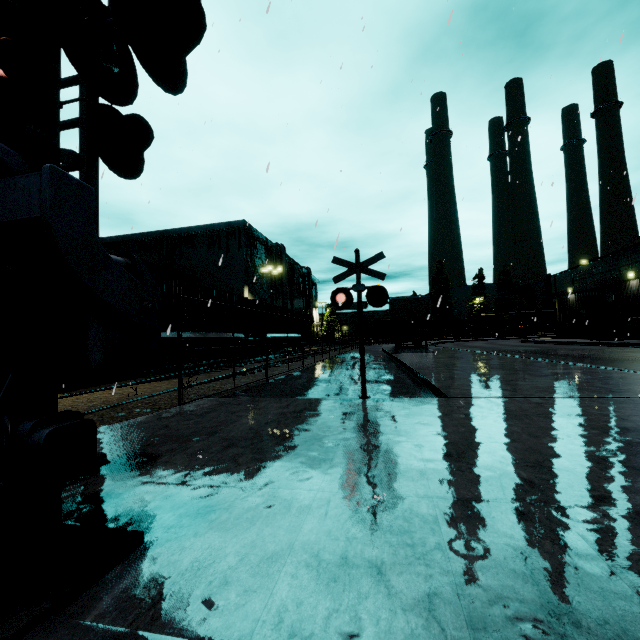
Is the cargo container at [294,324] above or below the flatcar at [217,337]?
above

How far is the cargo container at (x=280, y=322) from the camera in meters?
24.8 m

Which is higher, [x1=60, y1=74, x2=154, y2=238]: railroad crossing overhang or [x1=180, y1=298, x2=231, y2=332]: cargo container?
[x1=60, y1=74, x2=154, y2=238]: railroad crossing overhang

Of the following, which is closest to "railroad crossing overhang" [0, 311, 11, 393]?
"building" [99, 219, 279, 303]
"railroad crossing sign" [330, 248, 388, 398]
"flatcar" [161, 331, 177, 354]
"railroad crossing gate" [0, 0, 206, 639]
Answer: "railroad crossing gate" [0, 0, 206, 639]

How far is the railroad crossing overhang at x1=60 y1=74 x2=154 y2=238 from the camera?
3.1 meters

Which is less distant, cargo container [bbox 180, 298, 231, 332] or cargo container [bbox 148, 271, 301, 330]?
cargo container [bbox 148, 271, 301, 330]

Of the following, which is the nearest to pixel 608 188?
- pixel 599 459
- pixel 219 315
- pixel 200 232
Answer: pixel 599 459

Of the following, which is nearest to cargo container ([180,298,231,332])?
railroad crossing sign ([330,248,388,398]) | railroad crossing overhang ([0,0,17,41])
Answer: railroad crossing overhang ([0,0,17,41])
